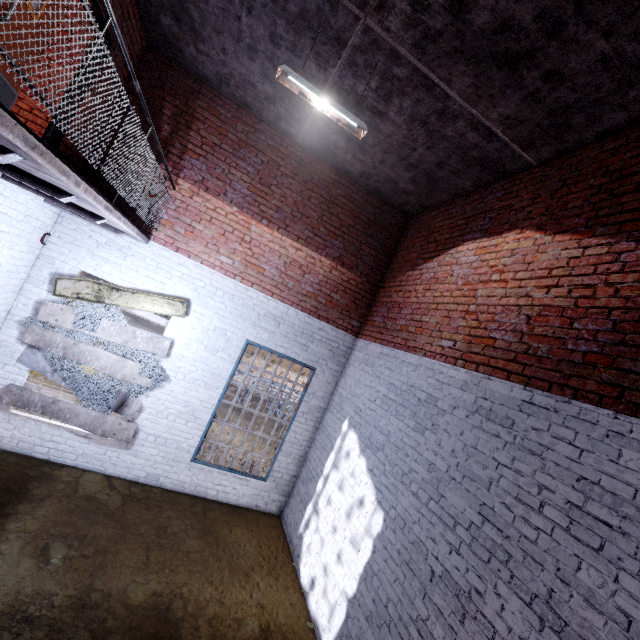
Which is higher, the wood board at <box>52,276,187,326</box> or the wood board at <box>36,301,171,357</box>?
the wood board at <box>52,276,187,326</box>

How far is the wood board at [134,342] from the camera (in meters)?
5.13

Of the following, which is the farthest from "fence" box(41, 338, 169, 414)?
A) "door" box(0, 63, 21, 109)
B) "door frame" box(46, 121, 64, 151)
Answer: "door" box(0, 63, 21, 109)

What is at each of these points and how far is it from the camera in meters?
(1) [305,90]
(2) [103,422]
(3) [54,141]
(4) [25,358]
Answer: (1) ceiling light, 3.7 m
(2) wood board, 5.5 m
(3) door frame, 4.3 m
(4) wood board, 5.2 m

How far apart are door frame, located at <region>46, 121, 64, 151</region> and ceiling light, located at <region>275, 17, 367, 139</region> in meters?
2.3

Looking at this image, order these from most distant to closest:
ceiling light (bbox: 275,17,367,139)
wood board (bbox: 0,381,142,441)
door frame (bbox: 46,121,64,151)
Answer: wood board (bbox: 0,381,142,441), door frame (bbox: 46,121,64,151), ceiling light (bbox: 275,17,367,139)

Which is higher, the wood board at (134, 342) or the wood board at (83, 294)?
the wood board at (83, 294)

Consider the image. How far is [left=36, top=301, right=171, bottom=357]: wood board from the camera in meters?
5.1
